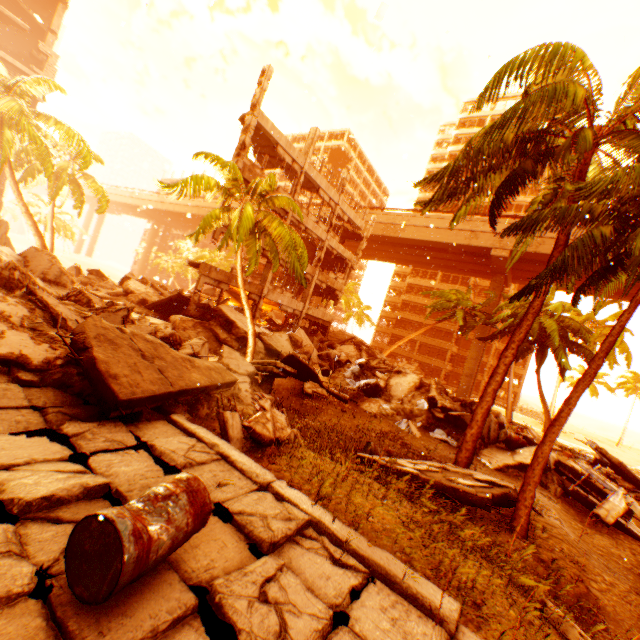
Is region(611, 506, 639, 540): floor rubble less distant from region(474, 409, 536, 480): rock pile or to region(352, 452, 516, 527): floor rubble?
region(474, 409, 536, 480): rock pile

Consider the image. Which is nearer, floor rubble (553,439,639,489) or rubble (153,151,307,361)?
rubble (153,151,307,361)

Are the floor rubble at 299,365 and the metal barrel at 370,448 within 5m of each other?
yes

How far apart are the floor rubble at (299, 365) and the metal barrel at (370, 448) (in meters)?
3.08

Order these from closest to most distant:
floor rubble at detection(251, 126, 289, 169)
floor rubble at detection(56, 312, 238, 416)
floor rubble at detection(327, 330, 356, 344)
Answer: floor rubble at detection(56, 312, 238, 416), floor rubble at detection(251, 126, 289, 169), floor rubble at detection(327, 330, 356, 344)

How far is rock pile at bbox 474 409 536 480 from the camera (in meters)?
11.46

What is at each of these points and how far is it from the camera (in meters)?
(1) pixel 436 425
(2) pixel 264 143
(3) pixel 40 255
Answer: (1) rock pile, 13.97
(2) floor rubble, 20.47
(3) rock pile, 11.74

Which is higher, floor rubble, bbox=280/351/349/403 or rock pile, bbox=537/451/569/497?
floor rubble, bbox=280/351/349/403
